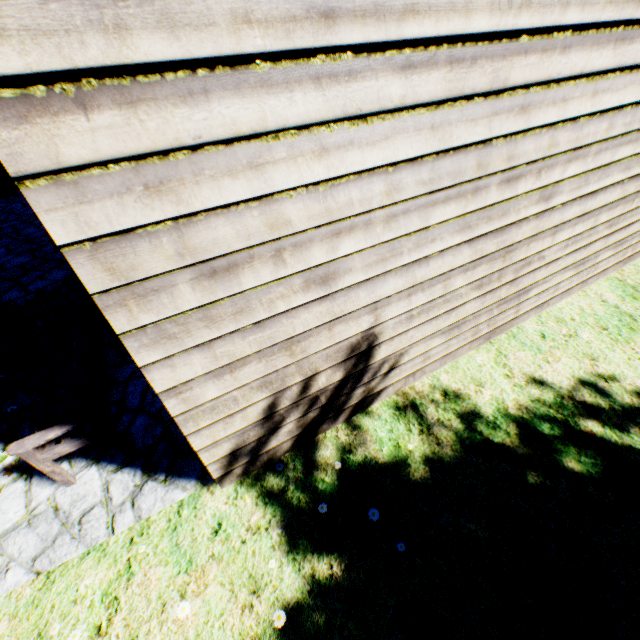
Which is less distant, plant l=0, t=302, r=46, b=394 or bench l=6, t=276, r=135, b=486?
bench l=6, t=276, r=135, b=486

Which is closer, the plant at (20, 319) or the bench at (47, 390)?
the bench at (47, 390)

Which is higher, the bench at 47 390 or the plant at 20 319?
the bench at 47 390

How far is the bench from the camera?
2.4m

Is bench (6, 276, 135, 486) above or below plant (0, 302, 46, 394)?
above

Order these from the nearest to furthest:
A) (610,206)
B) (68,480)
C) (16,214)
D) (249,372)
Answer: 1. (249,372)
2. (68,480)
3. (610,206)
4. (16,214)
